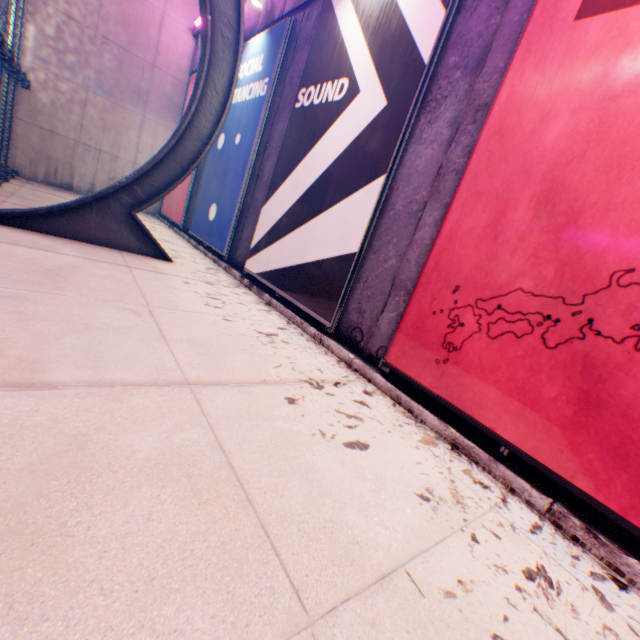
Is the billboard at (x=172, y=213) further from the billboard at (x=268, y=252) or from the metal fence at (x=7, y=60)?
the billboard at (x=268, y=252)

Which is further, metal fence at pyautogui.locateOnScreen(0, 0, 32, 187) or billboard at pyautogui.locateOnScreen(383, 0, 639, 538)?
metal fence at pyautogui.locateOnScreen(0, 0, 32, 187)

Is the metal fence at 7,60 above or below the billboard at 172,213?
above

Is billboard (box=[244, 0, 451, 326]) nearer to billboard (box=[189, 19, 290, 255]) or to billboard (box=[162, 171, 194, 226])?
billboard (box=[189, 19, 290, 255])

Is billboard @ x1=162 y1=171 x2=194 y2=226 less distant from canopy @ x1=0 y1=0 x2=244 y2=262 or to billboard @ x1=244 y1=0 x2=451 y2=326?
canopy @ x1=0 y1=0 x2=244 y2=262

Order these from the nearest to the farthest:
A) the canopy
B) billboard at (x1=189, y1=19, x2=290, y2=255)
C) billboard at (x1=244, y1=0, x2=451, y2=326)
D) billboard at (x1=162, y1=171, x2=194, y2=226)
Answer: billboard at (x1=244, y1=0, x2=451, y2=326) → the canopy → billboard at (x1=189, y1=19, x2=290, y2=255) → billboard at (x1=162, y1=171, x2=194, y2=226)

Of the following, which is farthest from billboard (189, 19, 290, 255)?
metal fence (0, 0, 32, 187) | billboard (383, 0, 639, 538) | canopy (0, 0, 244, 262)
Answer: billboard (383, 0, 639, 538)

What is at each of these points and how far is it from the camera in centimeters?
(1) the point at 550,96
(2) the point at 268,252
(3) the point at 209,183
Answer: (1) billboard, 238cm
(2) billboard, 523cm
(3) billboard, 774cm
